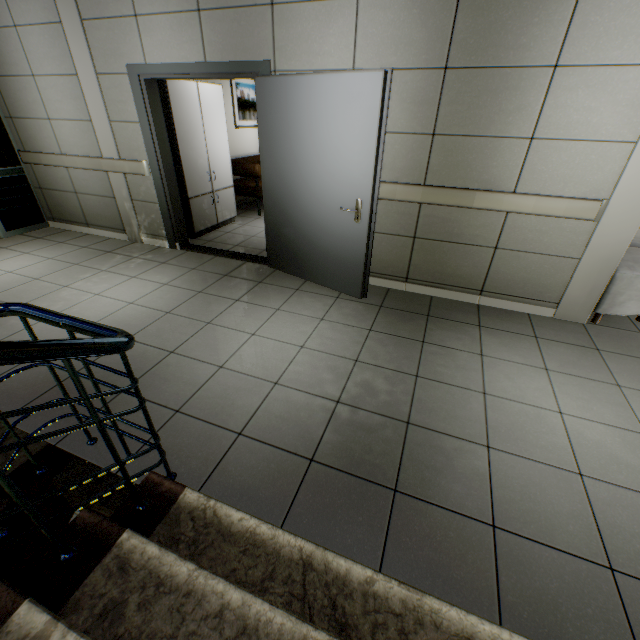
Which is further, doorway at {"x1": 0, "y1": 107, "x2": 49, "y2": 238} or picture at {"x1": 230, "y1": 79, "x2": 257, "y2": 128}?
picture at {"x1": 230, "y1": 79, "x2": 257, "y2": 128}

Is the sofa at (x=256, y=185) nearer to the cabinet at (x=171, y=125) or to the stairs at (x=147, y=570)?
the cabinet at (x=171, y=125)

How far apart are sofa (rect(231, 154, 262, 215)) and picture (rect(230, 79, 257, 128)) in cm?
53

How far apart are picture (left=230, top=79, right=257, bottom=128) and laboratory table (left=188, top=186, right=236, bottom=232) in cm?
167

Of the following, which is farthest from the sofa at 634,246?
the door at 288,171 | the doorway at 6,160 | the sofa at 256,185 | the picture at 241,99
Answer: the doorway at 6,160

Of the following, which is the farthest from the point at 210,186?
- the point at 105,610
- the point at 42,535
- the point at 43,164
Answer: the point at 105,610

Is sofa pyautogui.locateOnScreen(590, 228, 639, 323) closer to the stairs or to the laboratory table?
the stairs

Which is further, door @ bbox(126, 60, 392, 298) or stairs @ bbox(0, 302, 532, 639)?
door @ bbox(126, 60, 392, 298)
